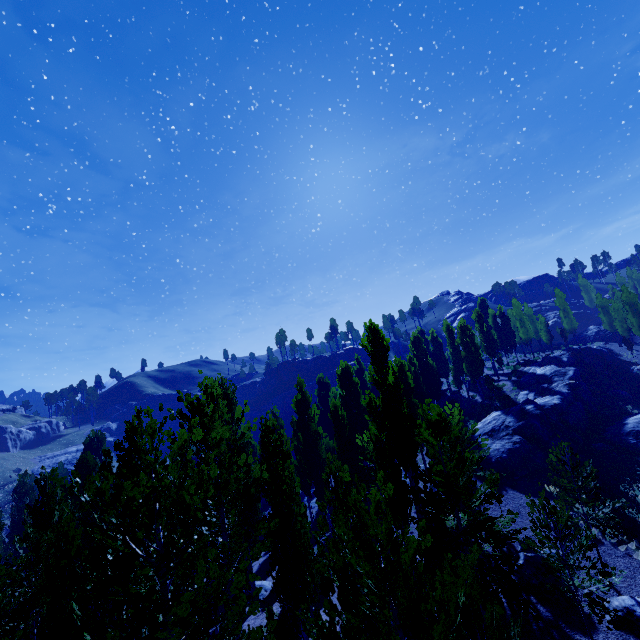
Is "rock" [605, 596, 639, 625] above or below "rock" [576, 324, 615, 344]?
below

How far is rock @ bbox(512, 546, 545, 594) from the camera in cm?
1405

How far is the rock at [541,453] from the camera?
24.0 meters

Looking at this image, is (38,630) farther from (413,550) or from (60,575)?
(413,550)

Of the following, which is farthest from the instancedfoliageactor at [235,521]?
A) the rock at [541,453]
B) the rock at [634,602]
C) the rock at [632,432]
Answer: the rock at [632,432]

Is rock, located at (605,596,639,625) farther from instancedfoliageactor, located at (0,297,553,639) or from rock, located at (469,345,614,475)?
rock, located at (469,345,614,475)

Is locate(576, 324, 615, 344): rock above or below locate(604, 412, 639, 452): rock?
above

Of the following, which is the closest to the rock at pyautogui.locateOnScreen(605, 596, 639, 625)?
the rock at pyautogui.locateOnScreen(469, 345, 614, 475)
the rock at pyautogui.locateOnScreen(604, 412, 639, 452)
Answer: the rock at pyautogui.locateOnScreen(469, 345, 614, 475)
